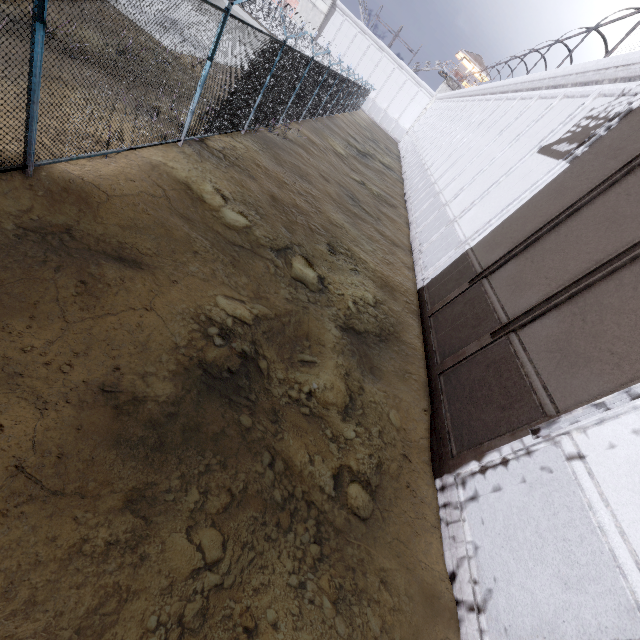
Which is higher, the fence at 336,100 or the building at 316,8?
the building at 316,8

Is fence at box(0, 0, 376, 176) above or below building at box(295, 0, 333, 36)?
below

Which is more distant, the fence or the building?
the building

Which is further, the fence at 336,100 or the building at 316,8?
the building at 316,8

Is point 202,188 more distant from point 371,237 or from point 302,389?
point 371,237
